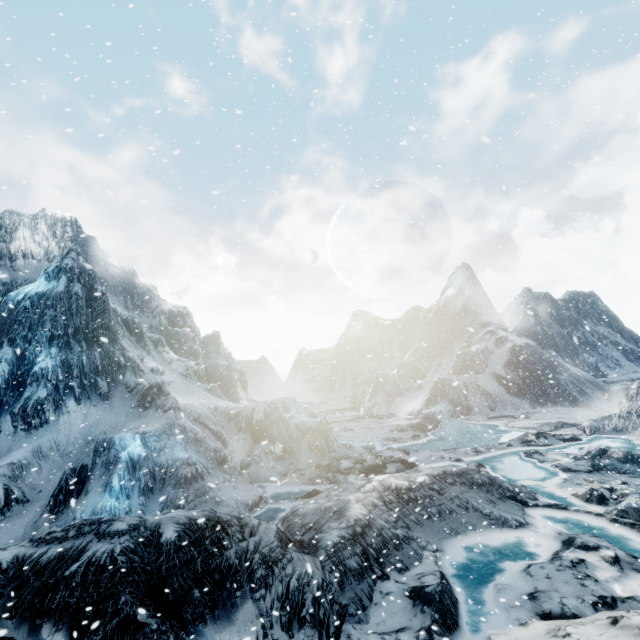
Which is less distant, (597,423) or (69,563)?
(69,563)
